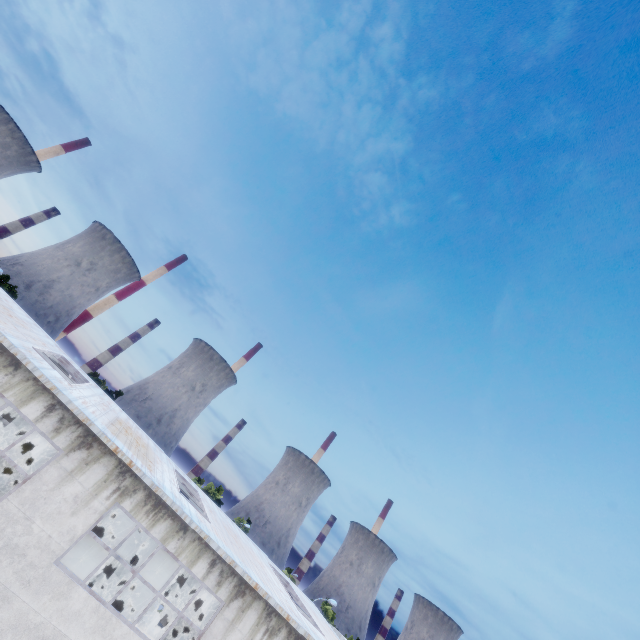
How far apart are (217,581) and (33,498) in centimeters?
686cm

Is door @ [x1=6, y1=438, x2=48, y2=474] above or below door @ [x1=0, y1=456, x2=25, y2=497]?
above

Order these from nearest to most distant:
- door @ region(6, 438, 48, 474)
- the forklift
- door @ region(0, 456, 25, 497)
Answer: the forklift
door @ region(0, 456, 25, 497)
door @ region(6, 438, 48, 474)

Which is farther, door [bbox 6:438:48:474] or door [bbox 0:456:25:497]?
door [bbox 6:438:48:474]

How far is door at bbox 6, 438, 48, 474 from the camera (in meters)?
21.50

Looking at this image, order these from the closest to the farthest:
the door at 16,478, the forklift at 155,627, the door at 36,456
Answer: the forklift at 155,627
the door at 16,478
the door at 36,456

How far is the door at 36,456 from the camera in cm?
2150

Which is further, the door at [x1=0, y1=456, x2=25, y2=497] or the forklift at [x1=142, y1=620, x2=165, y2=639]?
the door at [x1=0, y1=456, x2=25, y2=497]
